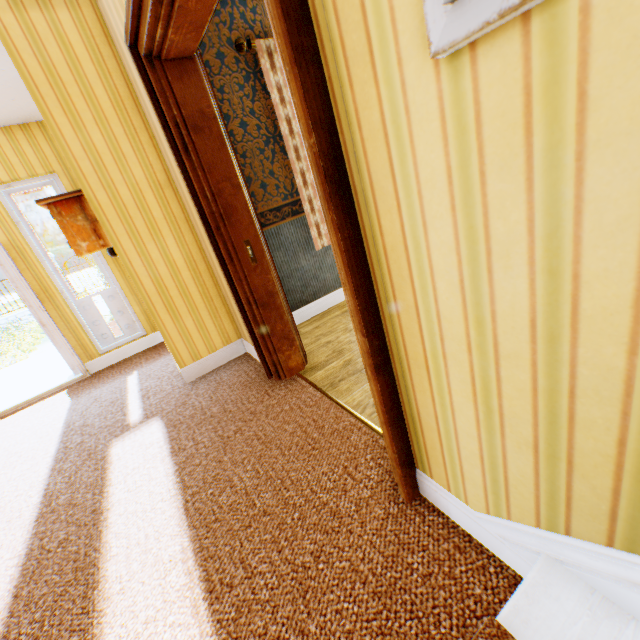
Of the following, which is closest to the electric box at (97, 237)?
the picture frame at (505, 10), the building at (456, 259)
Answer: the building at (456, 259)

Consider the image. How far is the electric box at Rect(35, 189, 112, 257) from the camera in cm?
255

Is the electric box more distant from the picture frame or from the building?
the picture frame

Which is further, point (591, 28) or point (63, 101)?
point (63, 101)

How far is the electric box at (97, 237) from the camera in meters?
2.6 m

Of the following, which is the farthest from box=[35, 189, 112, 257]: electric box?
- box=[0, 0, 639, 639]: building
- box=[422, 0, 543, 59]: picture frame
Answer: box=[422, 0, 543, 59]: picture frame

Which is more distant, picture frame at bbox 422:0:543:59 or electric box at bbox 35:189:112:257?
electric box at bbox 35:189:112:257
